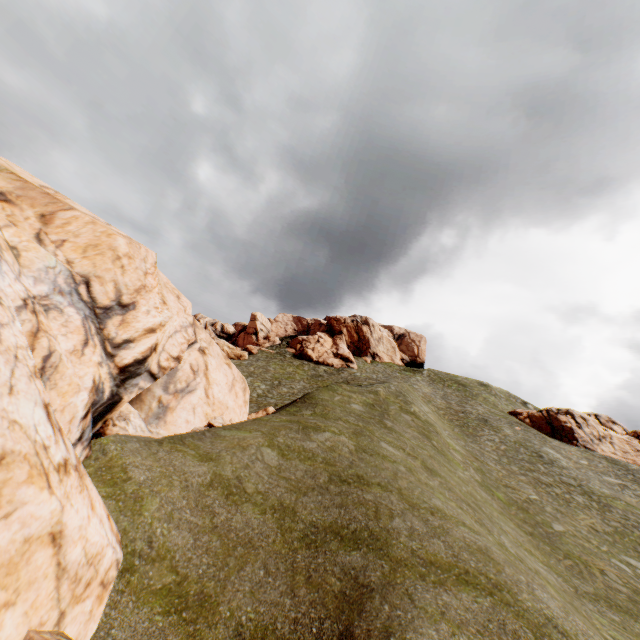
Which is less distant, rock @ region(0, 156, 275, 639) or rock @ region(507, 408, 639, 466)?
rock @ region(0, 156, 275, 639)

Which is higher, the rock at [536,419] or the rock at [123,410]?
the rock at [536,419]

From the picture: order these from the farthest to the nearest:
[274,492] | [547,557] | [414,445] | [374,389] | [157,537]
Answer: [374,389]
[414,445]
[547,557]
[274,492]
[157,537]

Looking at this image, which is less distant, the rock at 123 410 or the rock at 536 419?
the rock at 123 410

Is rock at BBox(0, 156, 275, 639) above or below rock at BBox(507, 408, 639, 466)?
below
